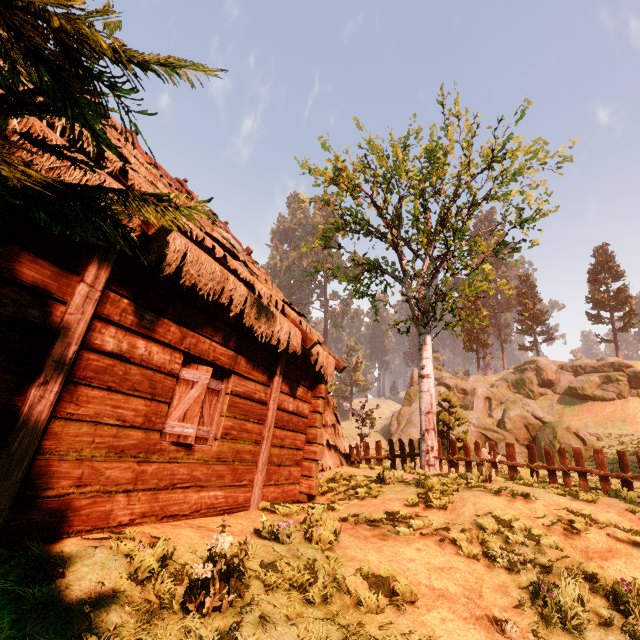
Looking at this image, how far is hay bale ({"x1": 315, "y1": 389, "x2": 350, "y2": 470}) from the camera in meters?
9.7

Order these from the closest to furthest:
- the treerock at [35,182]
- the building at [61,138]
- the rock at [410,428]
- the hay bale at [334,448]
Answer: the treerock at [35,182], the building at [61,138], the hay bale at [334,448], the rock at [410,428]

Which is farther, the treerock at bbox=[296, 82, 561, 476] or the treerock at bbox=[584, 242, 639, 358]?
the treerock at bbox=[584, 242, 639, 358]

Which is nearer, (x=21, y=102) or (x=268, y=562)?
(x=21, y=102)

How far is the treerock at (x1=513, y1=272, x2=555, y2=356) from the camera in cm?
4769

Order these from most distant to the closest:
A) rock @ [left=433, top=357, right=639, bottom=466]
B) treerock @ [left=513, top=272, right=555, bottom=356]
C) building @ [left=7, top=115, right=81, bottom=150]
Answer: treerock @ [left=513, top=272, right=555, bottom=356] < rock @ [left=433, top=357, right=639, bottom=466] < building @ [left=7, top=115, right=81, bottom=150]

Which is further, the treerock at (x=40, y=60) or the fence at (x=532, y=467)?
the fence at (x=532, y=467)

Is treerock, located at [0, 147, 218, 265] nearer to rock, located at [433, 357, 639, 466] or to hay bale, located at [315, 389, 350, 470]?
rock, located at [433, 357, 639, 466]
